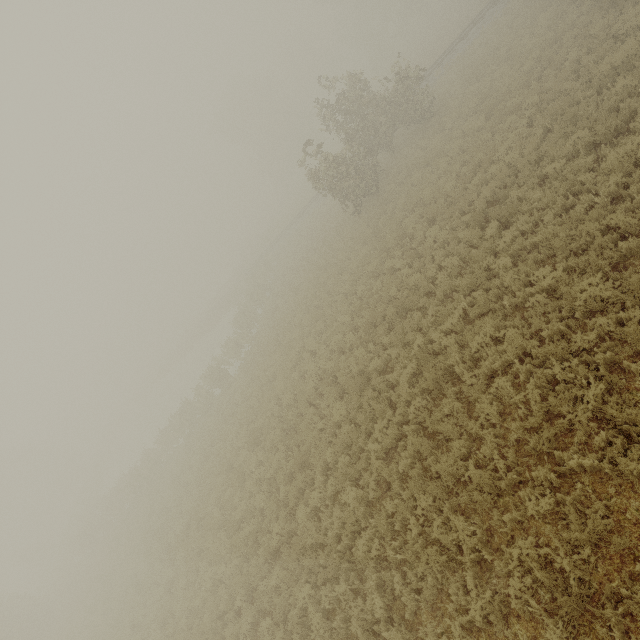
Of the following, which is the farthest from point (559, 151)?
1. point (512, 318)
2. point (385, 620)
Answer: point (385, 620)

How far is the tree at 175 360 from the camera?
49.9m

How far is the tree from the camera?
49.9 meters
